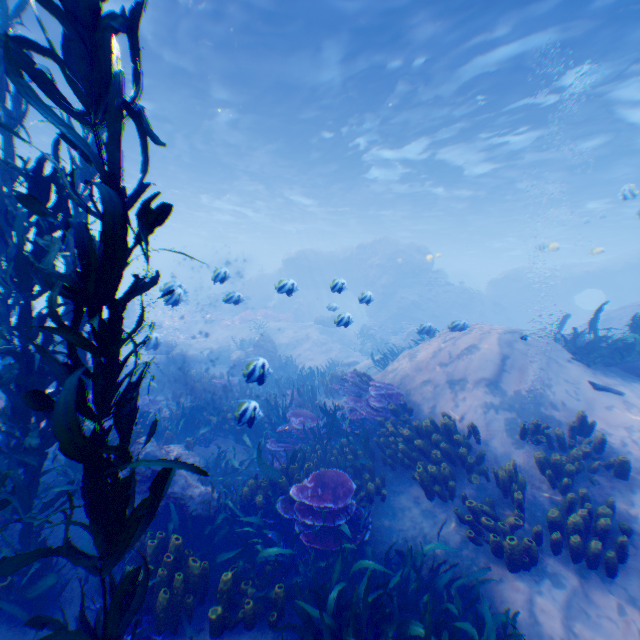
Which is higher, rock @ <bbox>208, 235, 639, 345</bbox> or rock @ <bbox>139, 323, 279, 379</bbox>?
rock @ <bbox>208, 235, 639, 345</bbox>

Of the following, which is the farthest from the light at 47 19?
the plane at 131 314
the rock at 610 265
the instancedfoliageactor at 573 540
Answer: the instancedfoliageactor at 573 540

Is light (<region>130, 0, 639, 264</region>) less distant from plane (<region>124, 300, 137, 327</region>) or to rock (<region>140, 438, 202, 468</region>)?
rock (<region>140, 438, 202, 468</region>)

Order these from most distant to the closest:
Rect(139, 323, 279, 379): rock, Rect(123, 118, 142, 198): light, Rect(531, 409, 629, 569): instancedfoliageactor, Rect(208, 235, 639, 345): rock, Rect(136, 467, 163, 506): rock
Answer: Rect(208, 235, 639, 345): rock < Rect(123, 118, 142, 198): light < Rect(139, 323, 279, 379): rock < Rect(136, 467, 163, 506): rock < Rect(531, 409, 629, 569): instancedfoliageactor

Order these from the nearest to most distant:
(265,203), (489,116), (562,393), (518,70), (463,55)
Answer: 1. (562,393)
2. (463,55)
3. (518,70)
4. (489,116)
5. (265,203)

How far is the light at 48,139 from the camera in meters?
16.6

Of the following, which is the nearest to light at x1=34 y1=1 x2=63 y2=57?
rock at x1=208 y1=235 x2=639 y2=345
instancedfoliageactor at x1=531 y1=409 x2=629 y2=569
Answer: rock at x1=208 y1=235 x2=639 y2=345

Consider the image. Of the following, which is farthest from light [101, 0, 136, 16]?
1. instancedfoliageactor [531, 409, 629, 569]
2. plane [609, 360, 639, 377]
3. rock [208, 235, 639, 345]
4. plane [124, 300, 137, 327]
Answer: instancedfoliageactor [531, 409, 629, 569]
